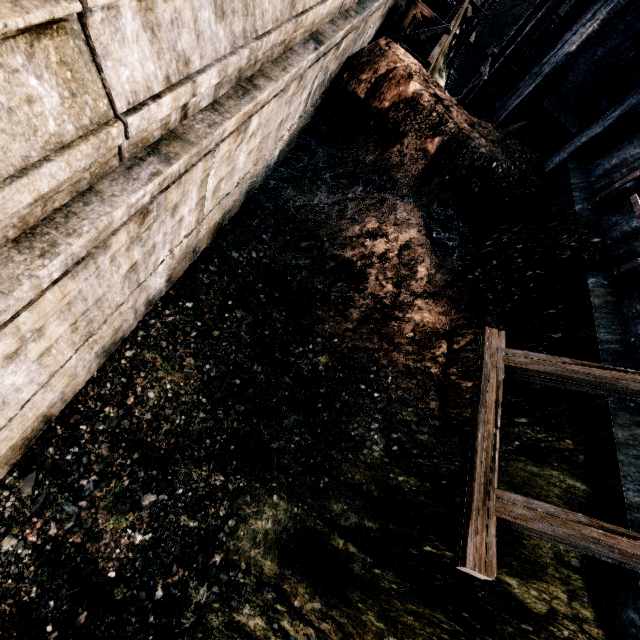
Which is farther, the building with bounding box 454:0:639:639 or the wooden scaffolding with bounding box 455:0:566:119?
the wooden scaffolding with bounding box 455:0:566:119

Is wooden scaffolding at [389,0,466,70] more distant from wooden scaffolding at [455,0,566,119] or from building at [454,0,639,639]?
building at [454,0,639,639]

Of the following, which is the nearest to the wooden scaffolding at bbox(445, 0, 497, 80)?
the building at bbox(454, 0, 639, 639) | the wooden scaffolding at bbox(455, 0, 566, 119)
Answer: the wooden scaffolding at bbox(455, 0, 566, 119)

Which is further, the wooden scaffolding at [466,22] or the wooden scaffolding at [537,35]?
the wooden scaffolding at [466,22]

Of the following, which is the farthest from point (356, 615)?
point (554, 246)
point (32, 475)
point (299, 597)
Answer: point (554, 246)

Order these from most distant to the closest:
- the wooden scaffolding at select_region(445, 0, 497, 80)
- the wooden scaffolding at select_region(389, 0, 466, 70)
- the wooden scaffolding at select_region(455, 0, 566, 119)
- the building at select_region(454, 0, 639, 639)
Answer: the wooden scaffolding at select_region(445, 0, 497, 80) → the wooden scaffolding at select_region(389, 0, 466, 70) → the wooden scaffolding at select_region(455, 0, 566, 119) → the building at select_region(454, 0, 639, 639)

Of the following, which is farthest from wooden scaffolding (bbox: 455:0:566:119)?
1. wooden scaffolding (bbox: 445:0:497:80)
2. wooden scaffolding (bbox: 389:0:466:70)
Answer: wooden scaffolding (bbox: 445:0:497:80)

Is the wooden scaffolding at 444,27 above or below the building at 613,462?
below
